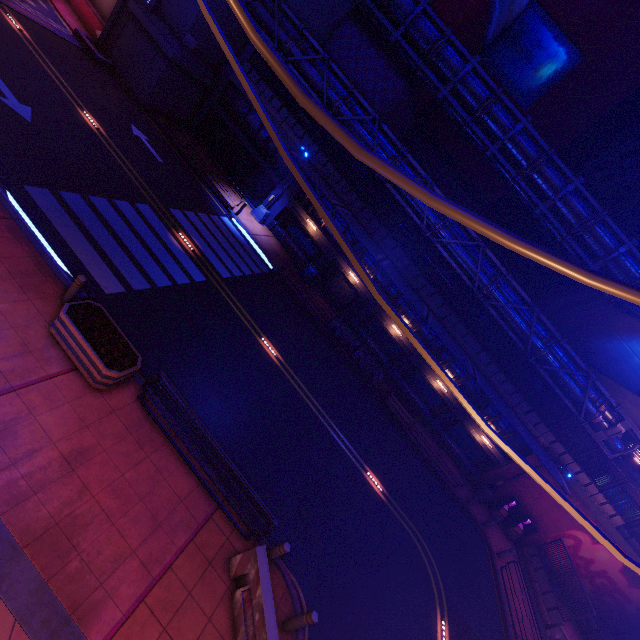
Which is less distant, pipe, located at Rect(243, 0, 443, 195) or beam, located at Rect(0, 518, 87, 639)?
beam, located at Rect(0, 518, 87, 639)

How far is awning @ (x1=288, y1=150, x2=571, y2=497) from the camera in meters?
18.2 m

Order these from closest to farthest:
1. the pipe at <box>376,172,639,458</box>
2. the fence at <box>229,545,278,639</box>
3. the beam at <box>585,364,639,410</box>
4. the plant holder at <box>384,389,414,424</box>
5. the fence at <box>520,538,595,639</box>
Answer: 1. the fence at <box>229,545,278,639</box>
2. the fence at <box>520,538,595,639</box>
3. the pipe at <box>376,172,639,458</box>
4. the plant holder at <box>384,389,414,424</box>
5. the beam at <box>585,364,639,410</box>

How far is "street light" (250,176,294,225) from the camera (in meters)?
23.44

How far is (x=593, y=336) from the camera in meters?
27.3

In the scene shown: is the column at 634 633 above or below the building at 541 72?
below

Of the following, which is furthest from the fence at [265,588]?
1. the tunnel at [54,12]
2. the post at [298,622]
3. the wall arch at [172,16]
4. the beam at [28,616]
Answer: the tunnel at [54,12]

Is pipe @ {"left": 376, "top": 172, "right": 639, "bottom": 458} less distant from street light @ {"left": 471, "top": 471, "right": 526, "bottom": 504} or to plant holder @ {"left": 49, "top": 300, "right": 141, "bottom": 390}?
street light @ {"left": 471, "top": 471, "right": 526, "bottom": 504}
